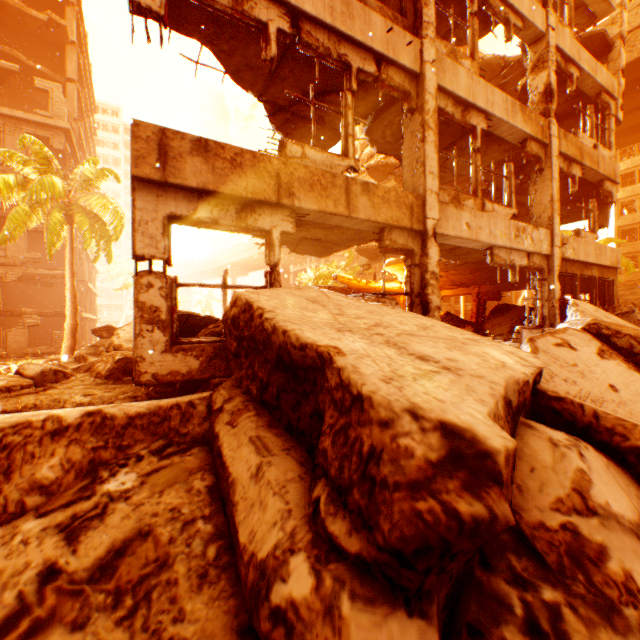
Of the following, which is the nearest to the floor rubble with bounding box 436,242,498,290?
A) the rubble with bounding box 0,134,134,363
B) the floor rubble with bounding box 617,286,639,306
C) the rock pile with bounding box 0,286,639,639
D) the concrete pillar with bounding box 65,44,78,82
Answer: the rock pile with bounding box 0,286,639,639

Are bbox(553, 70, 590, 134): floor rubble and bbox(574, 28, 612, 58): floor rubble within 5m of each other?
yes

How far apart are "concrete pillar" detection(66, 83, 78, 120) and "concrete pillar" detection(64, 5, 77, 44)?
3.4 meters

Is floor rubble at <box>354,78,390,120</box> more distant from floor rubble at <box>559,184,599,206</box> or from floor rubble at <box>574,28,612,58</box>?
floor rubble at <box>574,28,612,58</box>

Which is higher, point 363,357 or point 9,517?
point 363,357

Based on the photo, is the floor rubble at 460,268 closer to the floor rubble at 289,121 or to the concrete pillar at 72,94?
the floor rubble at 289,121

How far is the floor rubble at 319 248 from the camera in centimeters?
708cm

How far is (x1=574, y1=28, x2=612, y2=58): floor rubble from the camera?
12.20m
